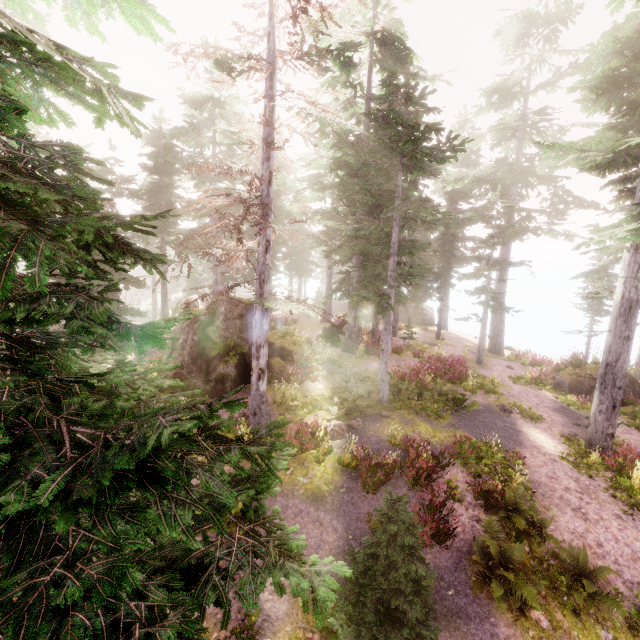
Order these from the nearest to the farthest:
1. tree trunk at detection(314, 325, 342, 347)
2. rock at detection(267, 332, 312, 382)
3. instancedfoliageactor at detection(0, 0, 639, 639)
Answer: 1. instancedfoliageactor at detection(0, 0, 639, 639)
2. rock at detection(267, 332, 312, 382)
3. tree trunk at detection(314, 325, 342, 347)

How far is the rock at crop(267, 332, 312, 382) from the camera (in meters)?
16.14

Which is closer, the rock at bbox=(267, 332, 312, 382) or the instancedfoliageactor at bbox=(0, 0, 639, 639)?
the instancedfoliageactor at bbox=(0, 0, 639, 639)

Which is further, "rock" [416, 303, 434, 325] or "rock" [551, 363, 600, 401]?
"rock" [416, 303, 434, 325]

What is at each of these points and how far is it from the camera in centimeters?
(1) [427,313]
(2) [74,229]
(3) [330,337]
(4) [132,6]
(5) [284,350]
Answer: (1) rock, 4097cm
(2) instancedfoliageactor, 237cm
(3) tree trunk, 2327cm
(4) instancedfoliageactor, 392cm
(5) rock, 1845cm

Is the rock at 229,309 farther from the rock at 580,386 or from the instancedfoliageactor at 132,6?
the rock at 580,386

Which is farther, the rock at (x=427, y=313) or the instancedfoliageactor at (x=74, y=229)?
the rock at (x=427, y=313)

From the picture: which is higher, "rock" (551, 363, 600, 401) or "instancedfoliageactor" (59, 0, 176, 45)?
"instancedfoliageactor" (59, 0, 176, 45)
